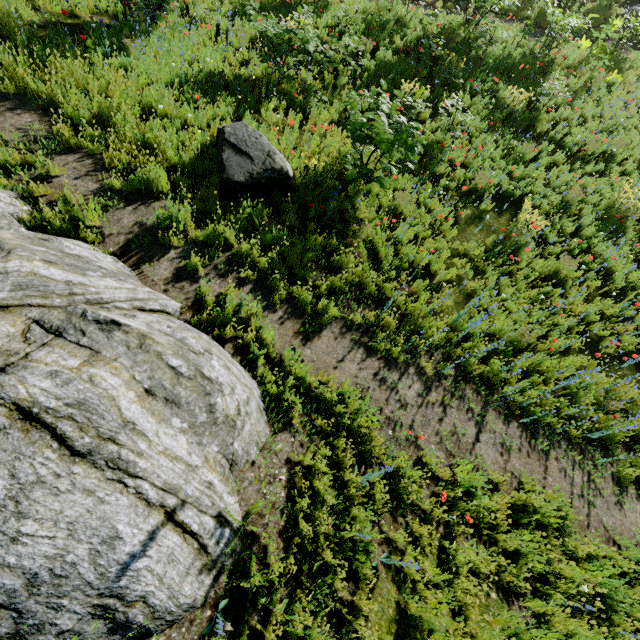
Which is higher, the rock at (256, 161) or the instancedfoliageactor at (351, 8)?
the instancedfoliageactor at (351, 8)

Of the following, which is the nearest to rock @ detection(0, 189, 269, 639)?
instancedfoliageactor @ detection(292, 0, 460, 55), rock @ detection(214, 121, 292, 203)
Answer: rock @ detection(214, 121, 292, 203)

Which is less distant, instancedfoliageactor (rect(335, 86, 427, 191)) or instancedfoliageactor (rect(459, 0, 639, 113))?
instancedfoliageactor (rect(335, 86, 427, 191))

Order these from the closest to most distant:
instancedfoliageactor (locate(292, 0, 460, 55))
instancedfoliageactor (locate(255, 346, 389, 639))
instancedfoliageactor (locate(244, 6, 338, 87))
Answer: instancedfoliageactor (locate(255, 346, 389, 639)) → instancedfoliageactor (locate(244, 6, 338, 87)) → instancedfoliageactor (locate(292, 0, 460, 55))

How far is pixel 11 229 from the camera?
4.0m

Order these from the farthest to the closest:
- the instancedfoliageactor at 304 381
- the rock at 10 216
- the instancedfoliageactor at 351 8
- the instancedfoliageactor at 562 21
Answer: the instancedfoliageactor at 562 21 < the instancedfoliageactor at 351 8 < the instancedfoliageactor at 304 381 < the rock at 10 216

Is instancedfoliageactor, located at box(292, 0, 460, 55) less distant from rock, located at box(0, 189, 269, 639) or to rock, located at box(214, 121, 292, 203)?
rock, located at box(214, 121, 292, 203)
